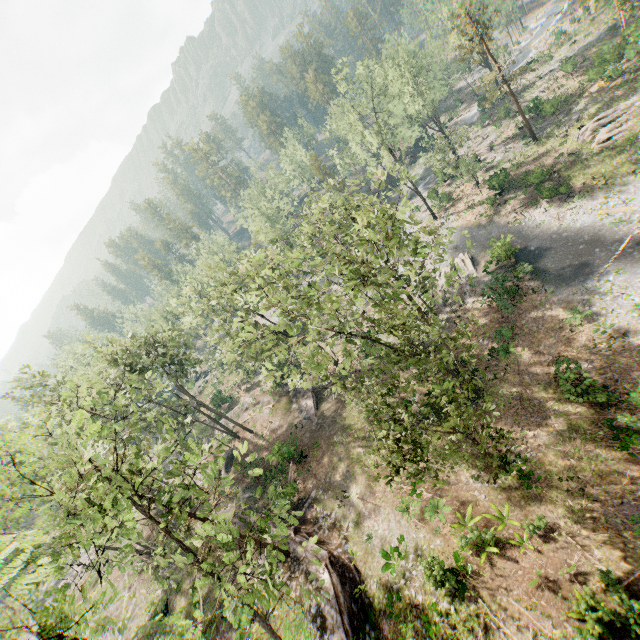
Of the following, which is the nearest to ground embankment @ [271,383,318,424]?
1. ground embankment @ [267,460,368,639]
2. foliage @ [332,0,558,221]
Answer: foliage @ [332,0,558,221]

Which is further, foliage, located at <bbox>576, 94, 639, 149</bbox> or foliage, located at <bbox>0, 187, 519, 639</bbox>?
foliage, located at <bbox>576, 94, 639, 149</bbox>

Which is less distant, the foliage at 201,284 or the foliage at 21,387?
the foliage at 201,284

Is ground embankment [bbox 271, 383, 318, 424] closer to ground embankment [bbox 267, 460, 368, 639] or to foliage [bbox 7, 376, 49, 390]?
foliage [bbox 7, 376, 49, 390]

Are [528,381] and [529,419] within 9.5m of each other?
yes

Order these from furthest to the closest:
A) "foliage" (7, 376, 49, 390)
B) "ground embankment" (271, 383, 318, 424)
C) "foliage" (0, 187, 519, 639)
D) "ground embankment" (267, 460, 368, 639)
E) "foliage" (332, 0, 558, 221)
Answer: "foliage" (332, 0, 558, 221), "ground embankment" (271, 383, 318, 424), "foliage" (7, 376, 49, 390), "ground embankment" (267, 460, 368, 639), "foliage" (0, 187, 519, 639)

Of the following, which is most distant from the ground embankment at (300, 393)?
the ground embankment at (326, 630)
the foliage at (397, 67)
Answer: the ground embankment at (326, 630)
